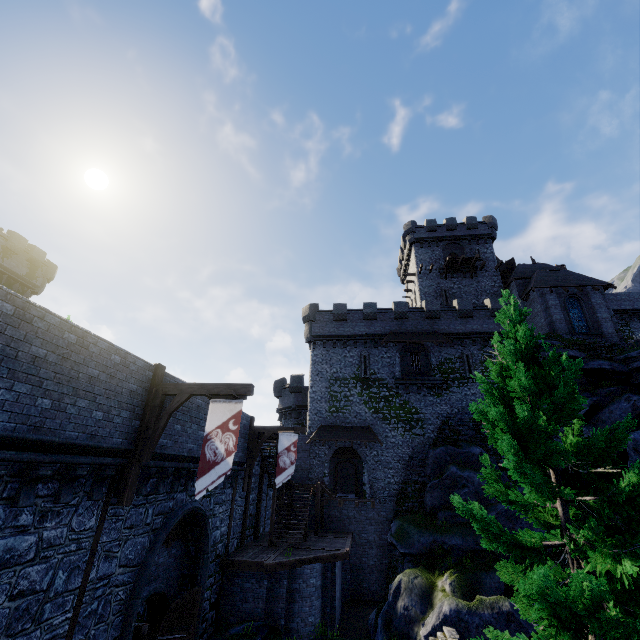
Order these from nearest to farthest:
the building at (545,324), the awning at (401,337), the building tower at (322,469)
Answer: the building tower at (322,469) → the awning at (401,337) → the building at (545,324)

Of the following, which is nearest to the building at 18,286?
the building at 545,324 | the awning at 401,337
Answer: the awning at 401,337

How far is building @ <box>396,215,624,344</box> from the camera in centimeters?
2988cm

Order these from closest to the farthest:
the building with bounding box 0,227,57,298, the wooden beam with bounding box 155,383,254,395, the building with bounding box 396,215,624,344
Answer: the wooden beam with bounding box 155,383,254,395 < the building with bounding box 396,215,624,344 < the building with bounding box 0,227,57,298

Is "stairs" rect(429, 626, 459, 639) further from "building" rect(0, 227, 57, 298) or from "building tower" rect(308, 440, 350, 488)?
"building" rect(0, 227, 57, 298)

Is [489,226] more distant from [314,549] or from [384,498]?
[314,549]

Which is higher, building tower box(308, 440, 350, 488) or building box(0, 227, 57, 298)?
building box(0, 227, 57, 298)

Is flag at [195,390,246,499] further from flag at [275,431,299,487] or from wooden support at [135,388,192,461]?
flag at [275,431,299,487]
